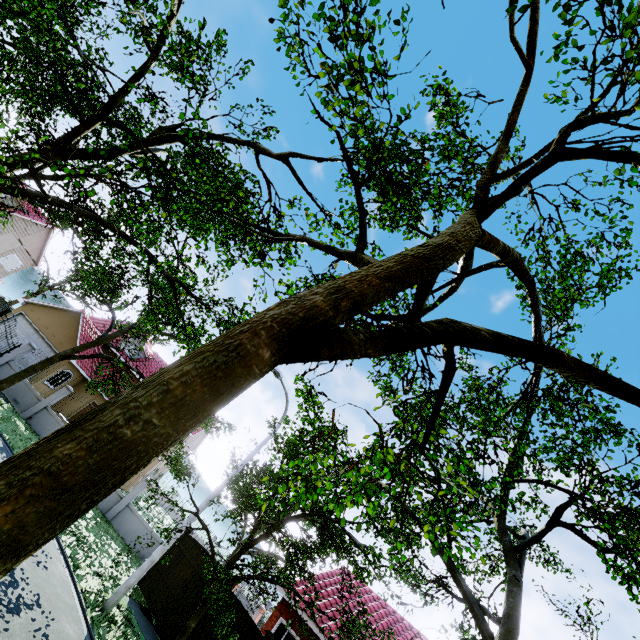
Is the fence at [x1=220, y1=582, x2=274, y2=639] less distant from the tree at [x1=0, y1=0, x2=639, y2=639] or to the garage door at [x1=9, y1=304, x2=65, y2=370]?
the tree at [x1=0, y1=0, x2=639, y2=639]

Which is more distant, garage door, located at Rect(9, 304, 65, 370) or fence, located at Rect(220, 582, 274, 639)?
garage door, located at Rect(9, 304, 65, 370)

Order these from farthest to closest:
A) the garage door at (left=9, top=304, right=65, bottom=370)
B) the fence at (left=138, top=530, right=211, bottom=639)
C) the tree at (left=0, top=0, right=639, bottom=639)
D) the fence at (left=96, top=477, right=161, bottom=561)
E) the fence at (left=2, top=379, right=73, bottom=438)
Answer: the garage door at (left=9, top=304, right=65, bottom=370), the fence at (left=2, top=379, right=73, bottom=438), the fence at (left=96, top=477, right=161, bottom=561), the fence at (left=138, top=530, right=211, bottom=639), the tree at (left=0, top=0, right=639, bottom=639)

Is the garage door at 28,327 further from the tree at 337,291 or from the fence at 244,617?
the fence at 244,617

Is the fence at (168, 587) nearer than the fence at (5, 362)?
Yes

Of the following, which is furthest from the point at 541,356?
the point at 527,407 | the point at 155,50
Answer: the point at 155,50

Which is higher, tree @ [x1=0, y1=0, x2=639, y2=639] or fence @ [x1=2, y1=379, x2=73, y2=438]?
tree @ [x1=0, y1=0, x2=639, y2=639]
